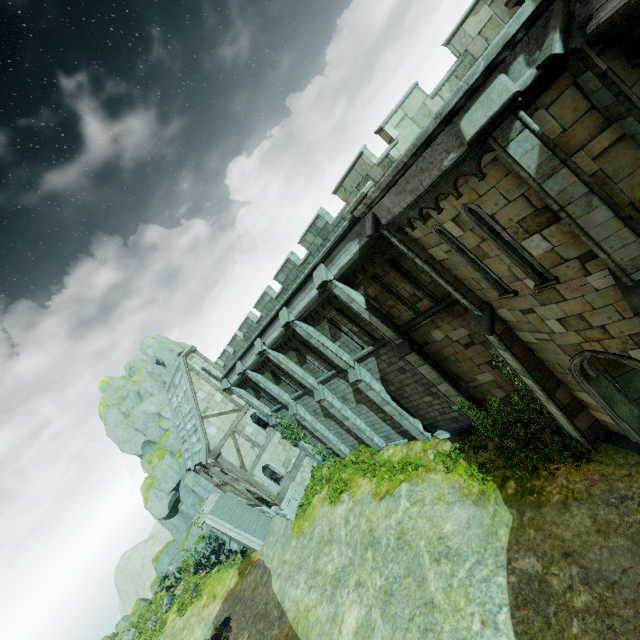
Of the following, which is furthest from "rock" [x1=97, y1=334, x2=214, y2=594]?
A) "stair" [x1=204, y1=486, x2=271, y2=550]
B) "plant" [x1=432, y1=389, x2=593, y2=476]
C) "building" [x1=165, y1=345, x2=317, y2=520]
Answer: "plant" [x1=432, y1=389, x2=593, y2=476]

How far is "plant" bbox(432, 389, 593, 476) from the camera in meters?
10.5

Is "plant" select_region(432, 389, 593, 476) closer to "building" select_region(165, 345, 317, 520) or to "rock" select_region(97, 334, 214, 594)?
"building" select_region(165, 345, 317, 520)

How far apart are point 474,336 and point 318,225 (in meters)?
8.92

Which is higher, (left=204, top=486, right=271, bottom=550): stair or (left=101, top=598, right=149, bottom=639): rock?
(left=204, top=486, right=271, bottom=550): stair

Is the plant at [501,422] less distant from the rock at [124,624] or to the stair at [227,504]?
the stair at [227,504]

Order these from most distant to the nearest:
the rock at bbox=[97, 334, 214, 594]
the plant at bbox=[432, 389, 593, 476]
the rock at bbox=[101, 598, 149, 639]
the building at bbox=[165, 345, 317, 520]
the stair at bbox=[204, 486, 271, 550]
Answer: the rock at bbox=[101, 598, 149, 639]
the rock at bbox=[97, 334, 214, 594]
the stair at bbox=[204, 486, 271, 550]
the building at bbox=[165, 345, 317, 520]
the plant at bbox=[432, 389, 593, 476]

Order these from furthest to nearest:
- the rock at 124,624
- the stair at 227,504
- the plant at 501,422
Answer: the rock at 124,624, the stair at 227,504, the plant at 501,422
